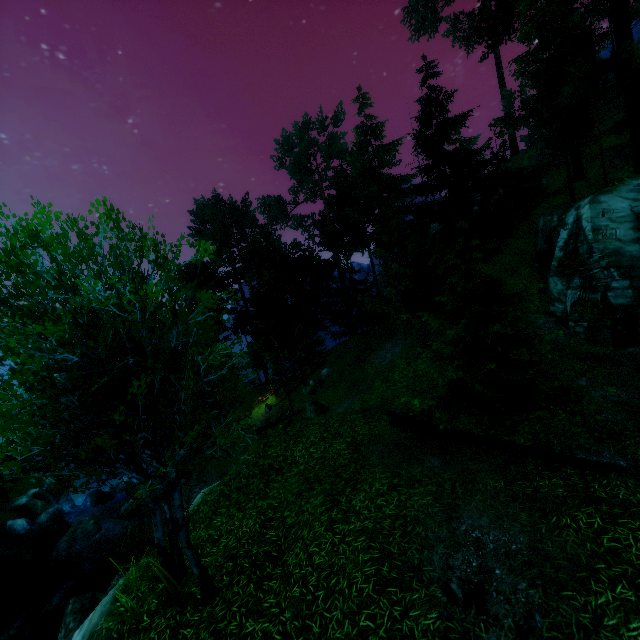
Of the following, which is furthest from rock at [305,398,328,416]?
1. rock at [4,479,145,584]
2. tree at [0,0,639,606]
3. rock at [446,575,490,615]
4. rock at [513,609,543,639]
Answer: rock at [513,609,543,639]

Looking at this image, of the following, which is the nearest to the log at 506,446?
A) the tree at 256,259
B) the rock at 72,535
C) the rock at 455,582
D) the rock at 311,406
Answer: the tree at 256,259

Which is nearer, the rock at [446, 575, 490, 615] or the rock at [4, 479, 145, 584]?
the rock at [446, 575, 490, 615]

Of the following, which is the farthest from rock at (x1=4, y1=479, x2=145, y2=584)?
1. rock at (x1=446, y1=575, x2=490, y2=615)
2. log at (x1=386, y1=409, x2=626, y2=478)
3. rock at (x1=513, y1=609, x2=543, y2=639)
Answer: rock at (x1=513, y1=609, x2=543, y2=639)

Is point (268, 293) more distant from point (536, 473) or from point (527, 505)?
point (527, 505)

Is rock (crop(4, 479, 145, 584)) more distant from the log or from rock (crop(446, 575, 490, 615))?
rock (crop(446, 575, 490, 615))

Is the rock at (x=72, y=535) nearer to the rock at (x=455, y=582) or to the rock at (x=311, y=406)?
the rock at (x=311, y=406)

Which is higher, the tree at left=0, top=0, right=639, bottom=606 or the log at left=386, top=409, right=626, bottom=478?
the tree at left=0, top=0, right=639, bottom=606
